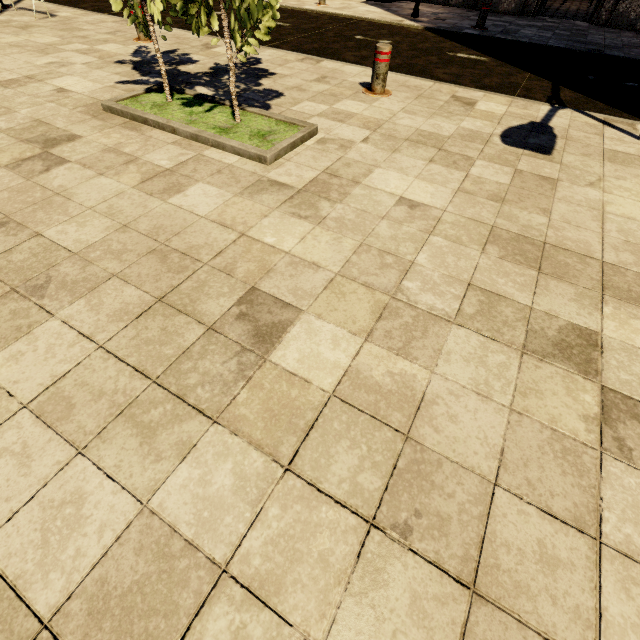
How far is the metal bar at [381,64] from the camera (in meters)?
4.43

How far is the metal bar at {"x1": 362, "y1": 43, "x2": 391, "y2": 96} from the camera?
4.43m

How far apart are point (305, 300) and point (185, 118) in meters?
3.2

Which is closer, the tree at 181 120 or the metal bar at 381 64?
the tree at 181 120

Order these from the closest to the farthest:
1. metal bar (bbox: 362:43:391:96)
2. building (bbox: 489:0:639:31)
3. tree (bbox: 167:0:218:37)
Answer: tree (bbox: 167:0:218:37), metal bar (bbox: 362:43:391:96), building (bbox: 489:0:639:31)

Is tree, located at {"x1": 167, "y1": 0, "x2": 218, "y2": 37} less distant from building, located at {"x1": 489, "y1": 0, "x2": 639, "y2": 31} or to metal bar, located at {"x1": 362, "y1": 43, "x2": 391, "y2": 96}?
metal bar, located at {"x1": 362, "y1": 43, "x2": 391, "y2": 96}

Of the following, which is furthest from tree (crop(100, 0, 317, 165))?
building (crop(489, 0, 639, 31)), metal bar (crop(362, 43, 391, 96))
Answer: building (crop(489, 0, 639, 31))
